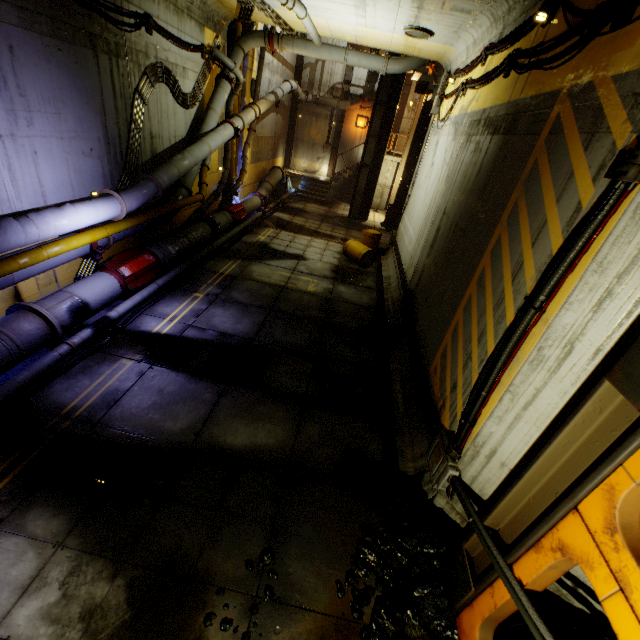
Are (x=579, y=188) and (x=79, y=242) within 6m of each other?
no

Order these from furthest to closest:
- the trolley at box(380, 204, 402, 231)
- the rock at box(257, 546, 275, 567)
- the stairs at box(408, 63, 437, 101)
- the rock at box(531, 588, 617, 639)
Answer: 1. the trolley at box(380, 204, 402, 231)
2. the stairs at box(408, 63, 437, 101)
3. the rock at box(257, 546, 275, 567)
4. the rock at box(531, 588, 617, 639)

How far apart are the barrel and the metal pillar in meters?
11.0 m

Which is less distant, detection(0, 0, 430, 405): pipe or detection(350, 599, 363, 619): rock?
detection(350, 599, 363, 619): rock

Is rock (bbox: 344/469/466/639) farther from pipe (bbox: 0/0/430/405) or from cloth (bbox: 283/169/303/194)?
cloth (bbox: 283/169/303/194)

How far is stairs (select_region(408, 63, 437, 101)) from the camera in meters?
14.0

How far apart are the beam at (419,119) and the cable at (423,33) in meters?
11.9

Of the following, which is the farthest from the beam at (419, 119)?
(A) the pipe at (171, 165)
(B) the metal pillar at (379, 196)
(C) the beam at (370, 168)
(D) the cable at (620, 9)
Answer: (D) the cable at (620, 9)
